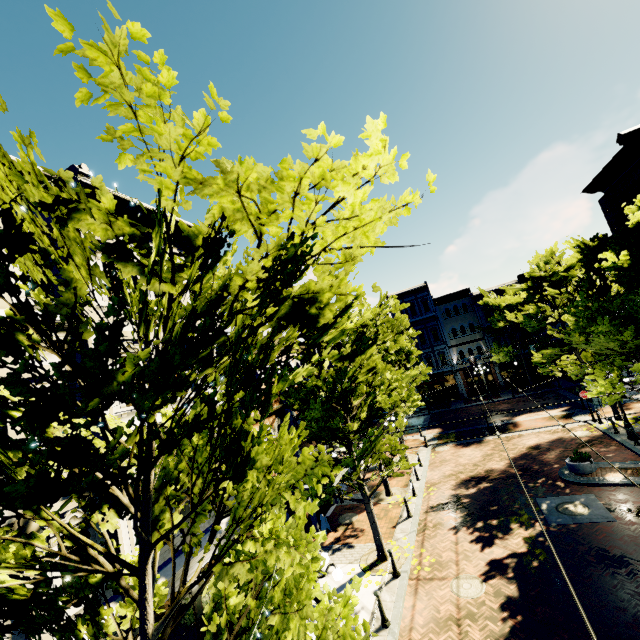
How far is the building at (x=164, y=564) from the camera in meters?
7.8 m

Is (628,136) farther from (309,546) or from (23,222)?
(23,222)

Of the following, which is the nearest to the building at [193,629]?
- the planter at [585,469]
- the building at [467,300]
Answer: the building at [467,300]

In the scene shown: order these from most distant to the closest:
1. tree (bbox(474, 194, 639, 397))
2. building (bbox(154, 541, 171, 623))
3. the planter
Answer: the planter → tree (bbox(474, 194, 639, 397)) → building (bbox(154, 541, 171, 623))

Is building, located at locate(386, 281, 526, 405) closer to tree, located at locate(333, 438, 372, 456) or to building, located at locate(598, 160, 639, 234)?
tree, located at locate(333, 438, 372, 456)

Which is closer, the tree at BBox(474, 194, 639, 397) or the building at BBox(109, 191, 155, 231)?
the building at BBox(109, 191, 155, 231)

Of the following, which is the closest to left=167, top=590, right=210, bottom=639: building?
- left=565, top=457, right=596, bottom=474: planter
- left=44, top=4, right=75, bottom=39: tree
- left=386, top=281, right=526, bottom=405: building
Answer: left=44, top=4, right=75, bottom=39: tree
